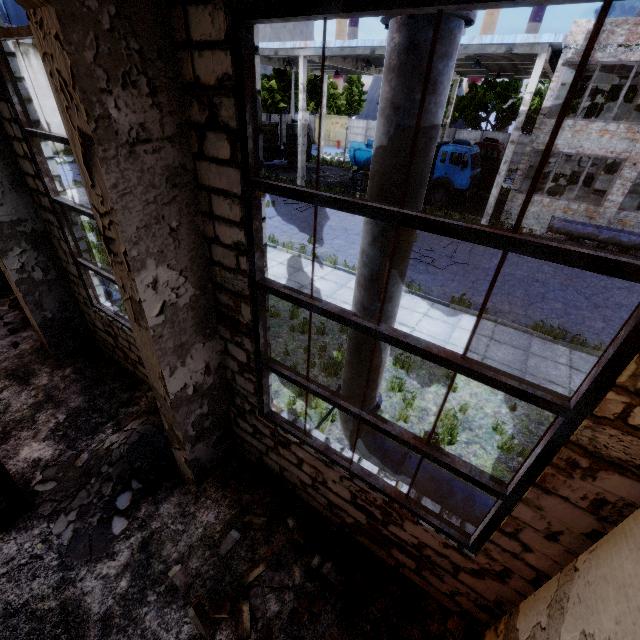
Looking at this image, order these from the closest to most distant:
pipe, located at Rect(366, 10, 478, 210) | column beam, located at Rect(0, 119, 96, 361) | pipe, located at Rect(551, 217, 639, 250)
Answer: pipe, located at Rect(366, 10, 478, 210)
column beam, located at Rect(0, 119, 96, 361)
pipe, located at Rect(551, 217, 639, 250)

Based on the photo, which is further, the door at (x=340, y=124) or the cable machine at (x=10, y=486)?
the door at (x=340, y=124)

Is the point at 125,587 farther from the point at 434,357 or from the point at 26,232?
Answer: the point at 26,232

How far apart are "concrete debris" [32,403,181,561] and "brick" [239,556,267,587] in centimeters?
138cm

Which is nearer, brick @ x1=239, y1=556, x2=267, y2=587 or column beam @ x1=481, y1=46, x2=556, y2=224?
brick @ x1=239, y1=556, x2=267, y2=587

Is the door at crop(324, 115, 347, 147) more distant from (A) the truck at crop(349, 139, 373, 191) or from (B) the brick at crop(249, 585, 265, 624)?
(B) the brick at crop(249, 585, 265, 624)

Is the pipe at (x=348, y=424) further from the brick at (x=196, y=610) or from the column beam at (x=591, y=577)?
the brick at (x=196, y=610)

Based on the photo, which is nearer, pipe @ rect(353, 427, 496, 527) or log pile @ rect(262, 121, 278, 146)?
pipe @ rect(353, 427, 496, 527)
